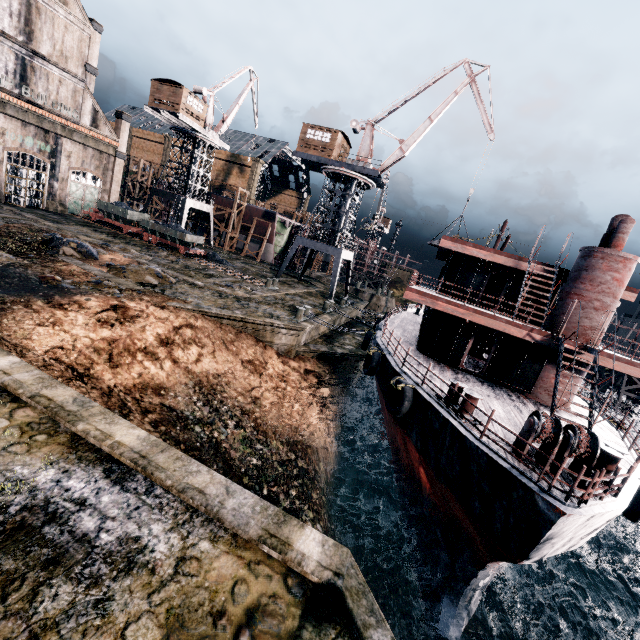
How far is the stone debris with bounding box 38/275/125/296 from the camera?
15.35m

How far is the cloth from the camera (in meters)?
52.43

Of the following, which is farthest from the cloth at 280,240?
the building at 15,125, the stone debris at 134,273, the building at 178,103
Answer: the stone debris at 134,273

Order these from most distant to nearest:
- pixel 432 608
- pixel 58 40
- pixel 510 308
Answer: pixel 58 40 < pixel 510 308 < pixel 432 608

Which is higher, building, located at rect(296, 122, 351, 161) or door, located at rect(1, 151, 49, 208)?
building, located at rect(296, 122, 351, 161)

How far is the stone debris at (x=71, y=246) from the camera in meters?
20.0

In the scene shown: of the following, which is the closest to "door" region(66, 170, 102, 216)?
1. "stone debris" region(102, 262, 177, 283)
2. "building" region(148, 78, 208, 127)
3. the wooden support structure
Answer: "building" region(148, 78, 208, 127)

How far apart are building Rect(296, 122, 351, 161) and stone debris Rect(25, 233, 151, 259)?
23.3m
